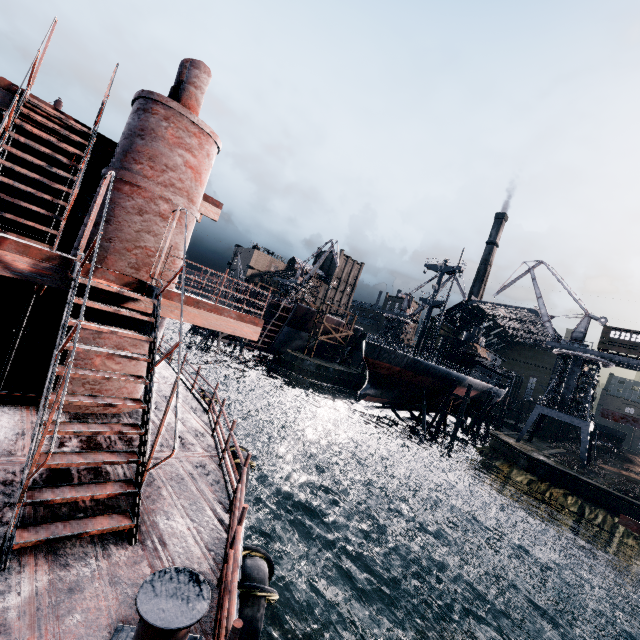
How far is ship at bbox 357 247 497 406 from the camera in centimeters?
4244cm

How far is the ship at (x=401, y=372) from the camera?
42.44m

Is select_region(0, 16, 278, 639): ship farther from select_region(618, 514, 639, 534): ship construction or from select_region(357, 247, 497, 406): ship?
select_region(357, 247, 497, 406): ship

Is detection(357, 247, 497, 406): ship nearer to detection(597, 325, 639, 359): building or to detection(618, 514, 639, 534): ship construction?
detection(597, 325, 639, 359): building

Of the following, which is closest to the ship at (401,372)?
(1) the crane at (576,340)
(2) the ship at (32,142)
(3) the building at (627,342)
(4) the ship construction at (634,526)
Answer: (1) the crane at (576,340)

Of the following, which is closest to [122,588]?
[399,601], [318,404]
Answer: [399,601]

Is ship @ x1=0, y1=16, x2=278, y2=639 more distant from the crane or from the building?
the building

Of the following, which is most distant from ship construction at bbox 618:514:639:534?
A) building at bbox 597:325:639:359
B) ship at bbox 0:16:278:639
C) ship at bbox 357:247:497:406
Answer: building at bbox 597:325:639:359
